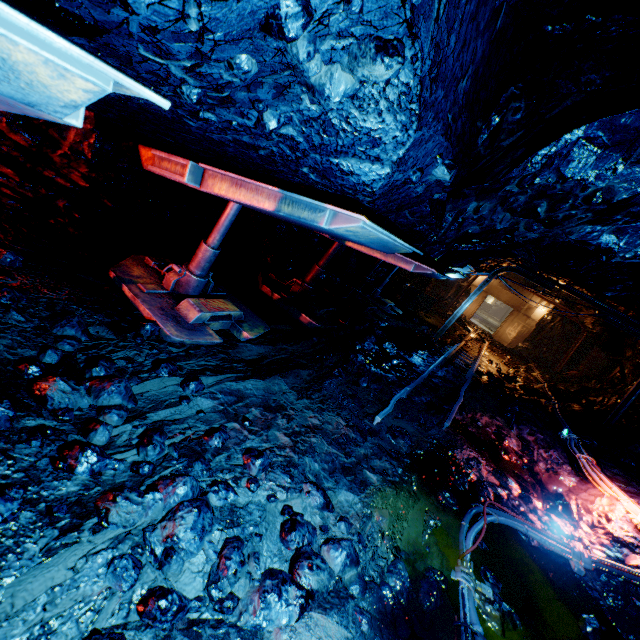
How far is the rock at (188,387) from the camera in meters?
3.2

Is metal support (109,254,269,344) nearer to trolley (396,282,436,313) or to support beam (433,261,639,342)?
support beam (433,261,639,342)

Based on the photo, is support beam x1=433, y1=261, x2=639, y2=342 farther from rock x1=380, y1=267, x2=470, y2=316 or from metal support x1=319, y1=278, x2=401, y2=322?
metal support x1=319, y1=278, x2=401, y2=322

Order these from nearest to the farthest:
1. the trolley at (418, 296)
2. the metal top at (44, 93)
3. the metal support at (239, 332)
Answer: the metal top at (44, 93), the metal support at (239, 332), the trolley at (418, 296)

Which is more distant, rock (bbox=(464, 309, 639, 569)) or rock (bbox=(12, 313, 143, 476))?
rock (bbox=(464, 309, 639, 569))

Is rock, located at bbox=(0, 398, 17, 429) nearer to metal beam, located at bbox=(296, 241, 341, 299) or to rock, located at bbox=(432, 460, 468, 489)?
rock, located at bbox=(432, 460, 468, 489)

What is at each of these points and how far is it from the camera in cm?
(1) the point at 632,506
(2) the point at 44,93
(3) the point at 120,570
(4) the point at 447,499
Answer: (1) cable, 500
(2) metal top, 91
(3) rock, 174
(4) rock, 387

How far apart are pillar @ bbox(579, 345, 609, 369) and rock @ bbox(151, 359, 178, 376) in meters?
21.5 m
